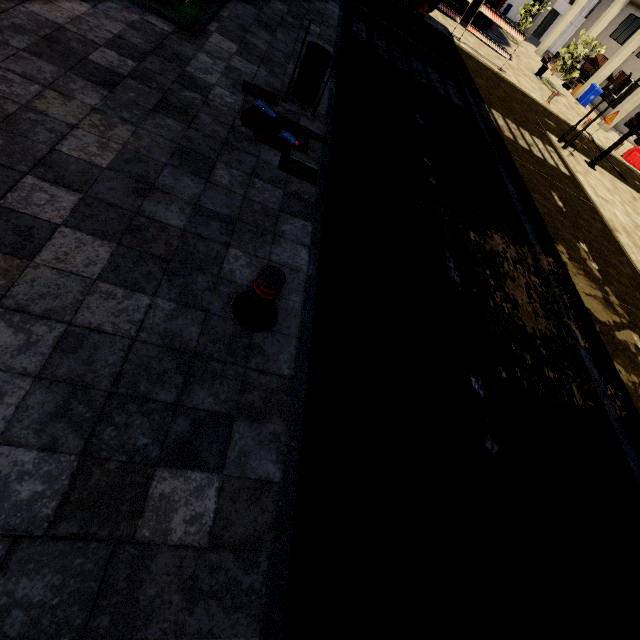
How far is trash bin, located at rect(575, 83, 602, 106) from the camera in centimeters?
2394cm

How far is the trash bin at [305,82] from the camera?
4.64m

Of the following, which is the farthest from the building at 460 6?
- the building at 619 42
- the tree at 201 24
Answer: the building at 619 42

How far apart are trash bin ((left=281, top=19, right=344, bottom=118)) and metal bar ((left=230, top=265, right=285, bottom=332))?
3.8 meters

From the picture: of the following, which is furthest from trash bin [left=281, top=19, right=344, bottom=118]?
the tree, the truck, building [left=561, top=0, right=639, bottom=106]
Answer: building [left=561, top=0, right=639, bottom=106]

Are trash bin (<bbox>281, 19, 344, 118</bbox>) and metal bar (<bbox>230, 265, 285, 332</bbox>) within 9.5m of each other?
yes

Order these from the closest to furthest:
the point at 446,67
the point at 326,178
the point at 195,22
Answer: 1. the point at 326,178
2. the point at 195,22
3. the point at 446,67

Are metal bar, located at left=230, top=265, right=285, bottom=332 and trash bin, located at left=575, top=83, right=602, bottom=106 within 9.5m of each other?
no
